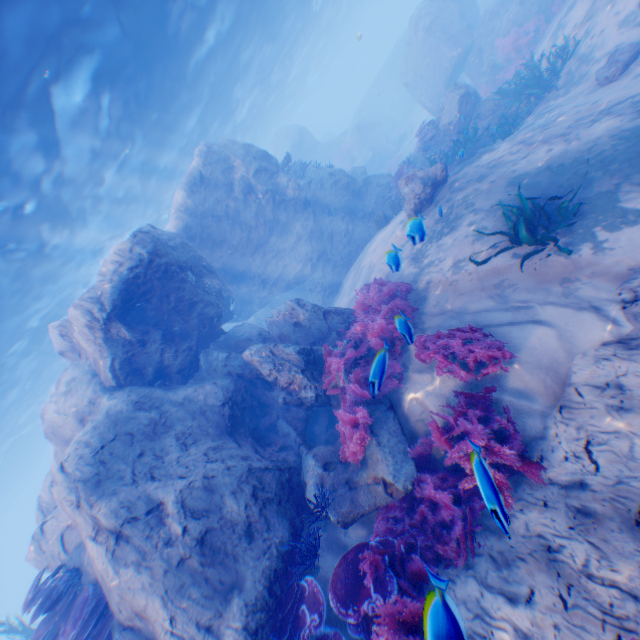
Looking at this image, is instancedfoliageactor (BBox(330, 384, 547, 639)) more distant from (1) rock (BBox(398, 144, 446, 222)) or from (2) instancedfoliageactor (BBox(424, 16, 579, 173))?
(2) instancedfoliageactor (BBox(424, 16, 579, 173))

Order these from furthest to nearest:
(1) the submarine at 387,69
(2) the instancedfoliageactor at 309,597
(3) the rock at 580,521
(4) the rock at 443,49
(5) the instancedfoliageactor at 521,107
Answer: (1) the submarine at 387,69
(4) the rock at 443,49
(5) the instancedfoliageactor at 521,107
(2) the instancedfoliageactor at 309,597
(3) the rock at 580,521

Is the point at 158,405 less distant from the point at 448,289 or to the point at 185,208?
the point at 448,289

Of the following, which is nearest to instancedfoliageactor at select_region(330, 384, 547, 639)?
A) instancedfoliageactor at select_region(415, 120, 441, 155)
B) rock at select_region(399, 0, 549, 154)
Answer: rock at select_region(399, 0, 549, 154)

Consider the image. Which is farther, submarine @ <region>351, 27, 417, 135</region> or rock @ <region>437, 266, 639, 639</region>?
submarine @ <region>351, 27, 417, 135</region>

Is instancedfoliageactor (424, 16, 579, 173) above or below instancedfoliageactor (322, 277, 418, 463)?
below

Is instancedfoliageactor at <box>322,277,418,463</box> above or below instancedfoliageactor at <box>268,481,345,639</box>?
above

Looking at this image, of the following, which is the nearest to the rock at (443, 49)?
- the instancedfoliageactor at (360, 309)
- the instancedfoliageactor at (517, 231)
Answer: the instancedfoliageactor at (360, 309)
